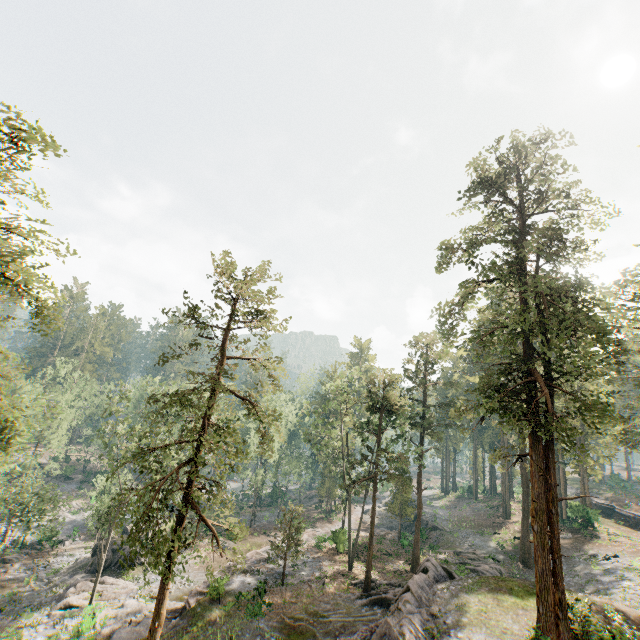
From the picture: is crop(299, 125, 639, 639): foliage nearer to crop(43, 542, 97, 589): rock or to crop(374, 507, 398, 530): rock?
crop(43, 542, 97, 589): rock

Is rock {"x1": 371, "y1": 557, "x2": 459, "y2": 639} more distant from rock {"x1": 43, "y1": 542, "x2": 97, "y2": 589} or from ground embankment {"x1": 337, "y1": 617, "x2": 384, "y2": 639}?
rock {"x1": 43, "y1": 542, "x2": 97, "y2": 589}

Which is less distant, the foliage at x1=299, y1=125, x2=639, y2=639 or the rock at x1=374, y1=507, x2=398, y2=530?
the foliage at x1=299, y1=125, x2=639, y2=639

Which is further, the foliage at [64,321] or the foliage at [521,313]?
the foliage at [521,313]

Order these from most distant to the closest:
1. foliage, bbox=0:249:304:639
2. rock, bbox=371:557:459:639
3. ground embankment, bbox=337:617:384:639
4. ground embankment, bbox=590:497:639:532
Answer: ground embankment, bbox=590:497:639:532, ground embankment, bbox=337:617:384:639, rock, bbox=371:557:459:639, foliage, bbox=0:249:304:639

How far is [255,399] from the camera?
19.59m

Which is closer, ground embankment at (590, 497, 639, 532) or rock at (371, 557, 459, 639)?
rock at (371, 557, 459, 639)

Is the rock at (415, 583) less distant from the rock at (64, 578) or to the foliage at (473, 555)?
the foliage at (473, 555)
